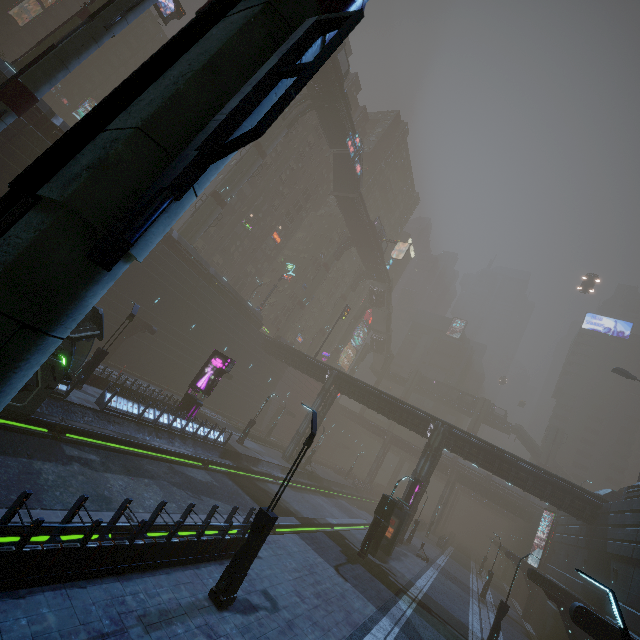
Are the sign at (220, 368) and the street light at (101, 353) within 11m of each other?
yes

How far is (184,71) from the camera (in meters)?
3.14

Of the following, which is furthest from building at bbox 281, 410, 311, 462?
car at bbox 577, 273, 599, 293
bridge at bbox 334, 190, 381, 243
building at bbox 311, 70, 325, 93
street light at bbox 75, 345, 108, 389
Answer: building at bbox 311, 70, 325, 93

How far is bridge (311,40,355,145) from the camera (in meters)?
39.27

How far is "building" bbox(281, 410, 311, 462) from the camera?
37.22m

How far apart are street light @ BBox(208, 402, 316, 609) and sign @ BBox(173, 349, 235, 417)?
14.82m

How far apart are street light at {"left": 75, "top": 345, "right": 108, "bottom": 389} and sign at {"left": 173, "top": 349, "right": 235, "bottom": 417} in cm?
678

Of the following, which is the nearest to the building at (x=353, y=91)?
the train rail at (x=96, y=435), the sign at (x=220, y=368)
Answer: the train rail at (x=96, y=435)
